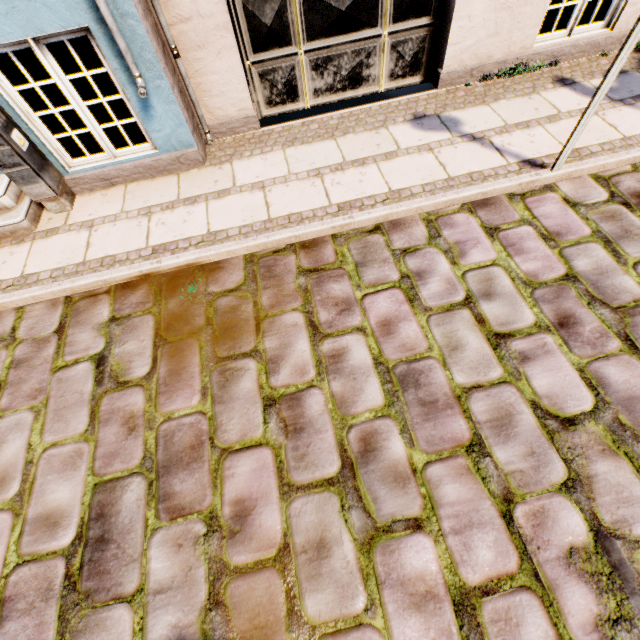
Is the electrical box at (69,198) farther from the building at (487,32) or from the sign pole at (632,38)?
the sign pole at (632,38)

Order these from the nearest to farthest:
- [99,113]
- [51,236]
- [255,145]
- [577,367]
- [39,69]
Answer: [577,367] < [51,236] < [255,145] < [99,113] < [39,69]

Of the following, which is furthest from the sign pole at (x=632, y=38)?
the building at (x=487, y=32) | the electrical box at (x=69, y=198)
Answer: the electrical box at (x=69, y=198)

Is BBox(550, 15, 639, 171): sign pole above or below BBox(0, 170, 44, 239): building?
above

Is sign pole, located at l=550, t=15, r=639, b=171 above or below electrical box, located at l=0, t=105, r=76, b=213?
above

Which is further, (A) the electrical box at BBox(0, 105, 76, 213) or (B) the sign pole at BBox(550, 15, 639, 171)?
(A) the electrical box at BBox(0, 105, 76, 213)

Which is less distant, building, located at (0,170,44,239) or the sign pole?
the sign pole

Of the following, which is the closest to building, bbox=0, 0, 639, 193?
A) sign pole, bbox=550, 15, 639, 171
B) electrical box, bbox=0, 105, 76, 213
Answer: electrical box, bbox=0, 105, 76, 213
